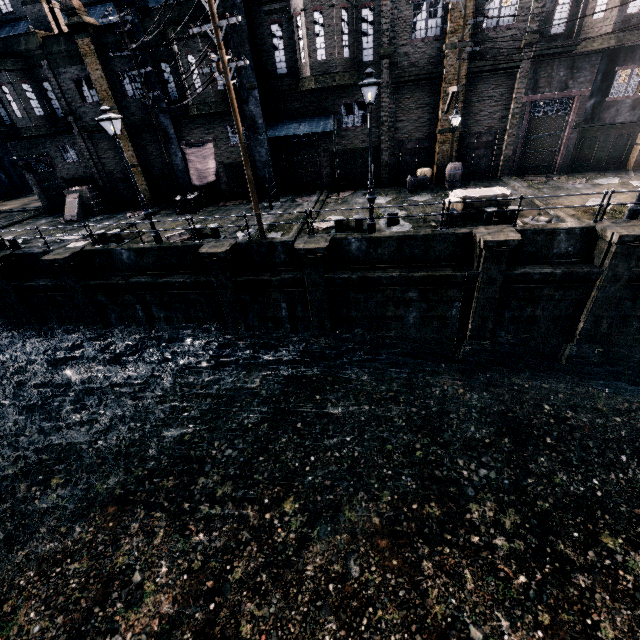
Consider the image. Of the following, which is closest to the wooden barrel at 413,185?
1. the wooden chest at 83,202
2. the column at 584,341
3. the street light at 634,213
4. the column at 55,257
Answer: the street light at 634,213

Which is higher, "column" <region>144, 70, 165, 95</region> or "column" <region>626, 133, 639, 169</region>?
"column" <region>144, 70, 165, 95</region>

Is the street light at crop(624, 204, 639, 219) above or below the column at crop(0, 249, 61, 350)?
above

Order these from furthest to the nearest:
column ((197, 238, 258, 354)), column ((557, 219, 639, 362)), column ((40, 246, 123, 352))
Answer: column ((40, 246, 123, 352)) → column ((197, 238, 258, 354)) → column ((557, 219, 639, 362))

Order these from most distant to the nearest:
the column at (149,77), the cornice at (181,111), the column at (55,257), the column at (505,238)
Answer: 1. the cornice at (181,111)
2. the column at (149,77)
3. the column at (55,257)
4. the column at (505,238)

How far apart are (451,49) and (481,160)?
6.4 meters

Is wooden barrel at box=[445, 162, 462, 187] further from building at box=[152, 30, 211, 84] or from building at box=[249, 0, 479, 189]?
building at box=[152, 30, 211, 84]

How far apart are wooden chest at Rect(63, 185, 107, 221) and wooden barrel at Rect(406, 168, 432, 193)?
22.4 meters
